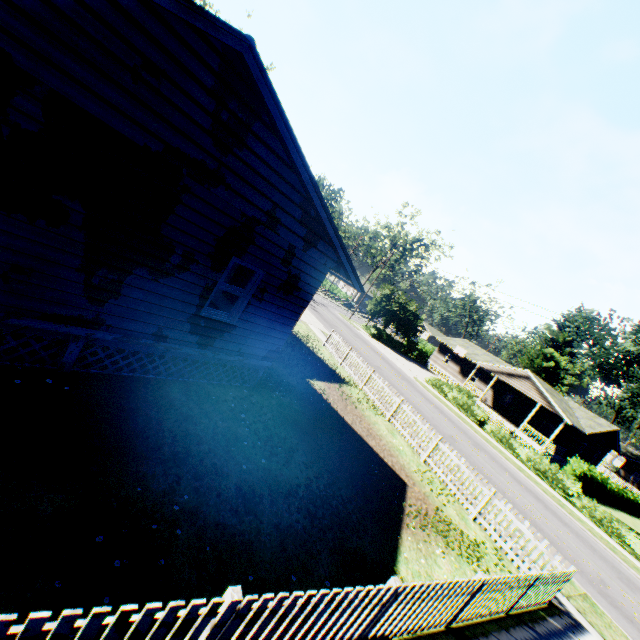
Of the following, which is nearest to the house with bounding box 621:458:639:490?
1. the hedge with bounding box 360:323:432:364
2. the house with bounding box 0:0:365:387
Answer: the hedge with bounding box 360:323:432:364

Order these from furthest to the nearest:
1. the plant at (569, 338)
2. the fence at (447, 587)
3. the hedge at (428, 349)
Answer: the hedge at (428, 349) → the plant at (569, 338) → the fence at (447, 587)

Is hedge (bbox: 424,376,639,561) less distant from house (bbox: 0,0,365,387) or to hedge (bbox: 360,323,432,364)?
hedge (bbox: 360,323,432,364)

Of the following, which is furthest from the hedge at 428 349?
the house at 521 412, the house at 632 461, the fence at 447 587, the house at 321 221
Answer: the house at 632 461

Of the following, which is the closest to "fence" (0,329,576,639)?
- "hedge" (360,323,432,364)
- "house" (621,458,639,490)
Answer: "hedge" (360,323,432,364)

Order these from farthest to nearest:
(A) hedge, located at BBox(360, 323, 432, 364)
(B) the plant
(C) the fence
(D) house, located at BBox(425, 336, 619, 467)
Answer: (A) hedge, located at BBox(360, 323, 432, 364)
(D) house, located at BBox(425, 336, 619, 467)
(B) the plant
(C) the fence

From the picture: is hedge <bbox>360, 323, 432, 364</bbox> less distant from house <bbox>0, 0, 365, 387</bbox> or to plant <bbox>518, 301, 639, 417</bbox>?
plant <bbox>518, 301, 639, 417</bbox>

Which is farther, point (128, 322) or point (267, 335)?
point (267, 335)
